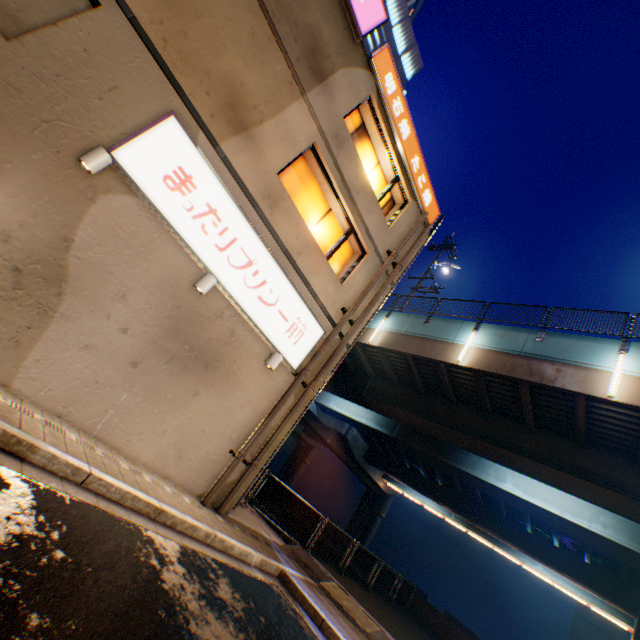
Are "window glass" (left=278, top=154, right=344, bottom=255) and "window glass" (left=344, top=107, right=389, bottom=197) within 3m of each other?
yes

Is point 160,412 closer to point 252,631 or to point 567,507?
point 252,631

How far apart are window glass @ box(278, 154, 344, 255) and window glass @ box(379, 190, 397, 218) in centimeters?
146cm

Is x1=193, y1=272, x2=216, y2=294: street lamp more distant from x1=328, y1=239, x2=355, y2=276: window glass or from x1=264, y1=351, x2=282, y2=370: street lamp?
x1=328, y1=239, x2=355, y2=276: window glass

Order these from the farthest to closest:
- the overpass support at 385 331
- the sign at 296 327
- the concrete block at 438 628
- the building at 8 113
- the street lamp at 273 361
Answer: the concrete block at 438 628 < the overpass support at 385 331 < the street lamp at 273 361 < the sign at 296 327 < the building at 8 113

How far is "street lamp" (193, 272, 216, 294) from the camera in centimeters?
661cm

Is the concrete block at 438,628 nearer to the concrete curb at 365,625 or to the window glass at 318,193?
the concrete curb at 365,625

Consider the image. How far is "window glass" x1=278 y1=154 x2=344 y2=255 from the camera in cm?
895
